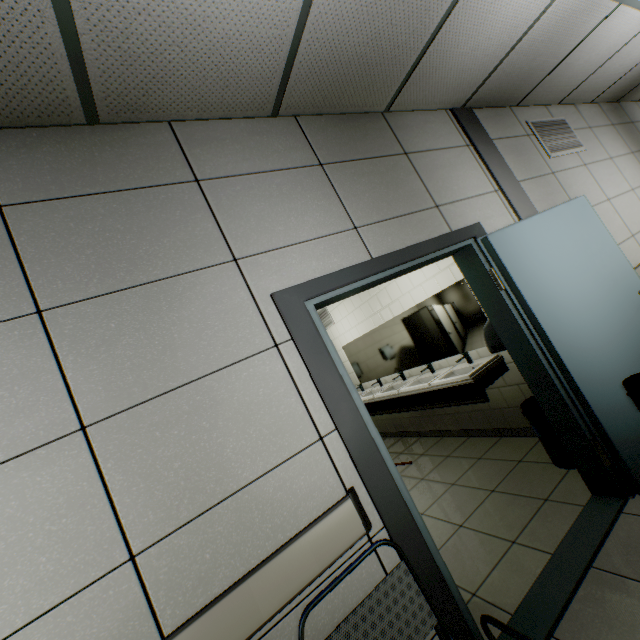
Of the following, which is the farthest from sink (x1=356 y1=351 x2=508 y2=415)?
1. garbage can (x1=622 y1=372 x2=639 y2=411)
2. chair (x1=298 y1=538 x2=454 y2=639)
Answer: chair (x1=298 y1=538 x2=454 y2=639)

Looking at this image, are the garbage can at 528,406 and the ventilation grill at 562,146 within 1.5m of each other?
no

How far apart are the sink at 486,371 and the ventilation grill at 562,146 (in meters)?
2.28

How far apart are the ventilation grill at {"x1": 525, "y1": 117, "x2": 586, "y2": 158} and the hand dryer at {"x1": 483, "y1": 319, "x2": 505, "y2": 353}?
2.25m

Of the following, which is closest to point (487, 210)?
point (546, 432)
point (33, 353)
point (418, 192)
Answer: point (418, 192)

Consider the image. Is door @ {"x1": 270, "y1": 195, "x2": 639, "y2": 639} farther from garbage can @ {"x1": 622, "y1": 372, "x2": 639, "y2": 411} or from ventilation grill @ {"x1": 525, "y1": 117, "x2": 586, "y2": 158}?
ventilation grill @ {"x1": 525, "y1": 117, "x2": 586, "y2": 158}

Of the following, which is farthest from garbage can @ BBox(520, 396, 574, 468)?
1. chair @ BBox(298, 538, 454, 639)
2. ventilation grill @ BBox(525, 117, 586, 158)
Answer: ventilation grill @ BBox(525, 117, 586, 158)

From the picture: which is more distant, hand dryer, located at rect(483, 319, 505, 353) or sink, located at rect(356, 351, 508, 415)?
sink, located at rect(356, 351, 508, 415)
